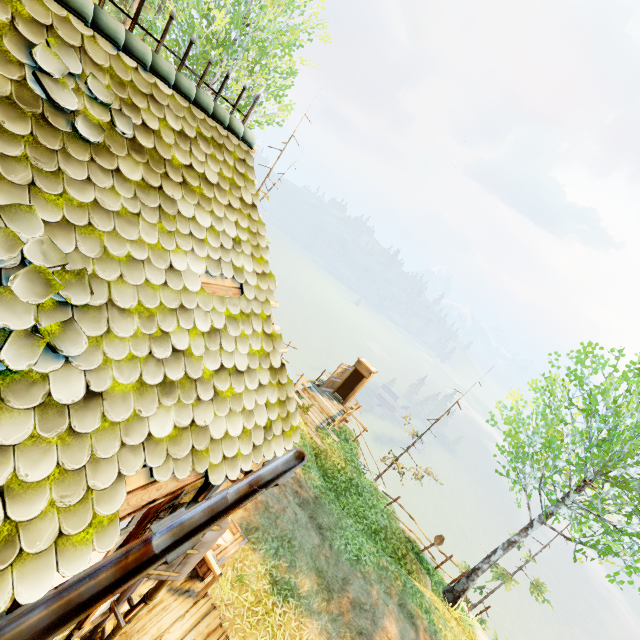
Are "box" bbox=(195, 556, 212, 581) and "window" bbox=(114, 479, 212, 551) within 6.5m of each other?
yes

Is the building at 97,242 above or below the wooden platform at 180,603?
above

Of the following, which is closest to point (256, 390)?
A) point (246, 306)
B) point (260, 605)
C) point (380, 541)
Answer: point (246, 306)

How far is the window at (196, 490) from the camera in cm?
309

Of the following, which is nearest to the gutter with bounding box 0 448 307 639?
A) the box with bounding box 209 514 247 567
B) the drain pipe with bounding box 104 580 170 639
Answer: the drain pipe with bounding box 104 580 170 639

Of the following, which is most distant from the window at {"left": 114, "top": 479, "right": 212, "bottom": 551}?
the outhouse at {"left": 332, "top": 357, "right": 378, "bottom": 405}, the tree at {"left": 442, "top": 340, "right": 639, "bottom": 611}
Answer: the outhouse at {"left": 332, "top": 357, "right": 378, "bottom": 405}

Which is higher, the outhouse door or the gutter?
the gutter

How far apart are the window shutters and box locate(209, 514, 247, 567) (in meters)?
3.67
